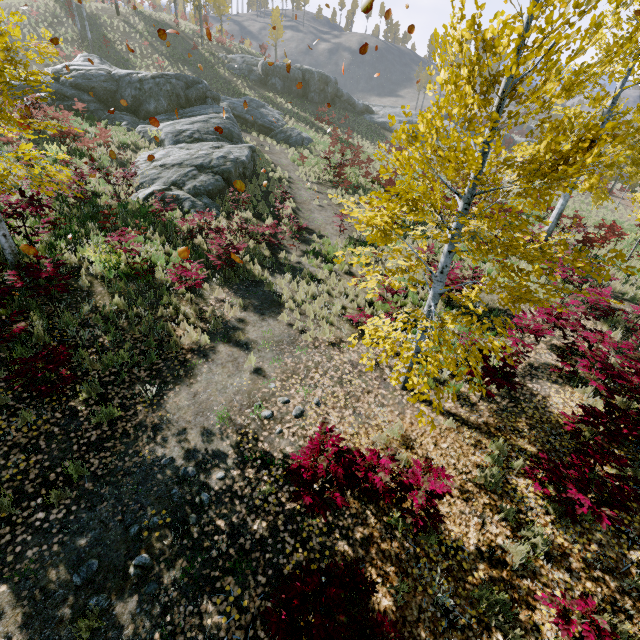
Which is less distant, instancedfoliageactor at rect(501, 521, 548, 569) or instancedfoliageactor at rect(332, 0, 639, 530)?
instancedfoliageactor at rect(332, 0, 639, 530)

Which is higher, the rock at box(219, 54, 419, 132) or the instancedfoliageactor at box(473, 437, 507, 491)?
the rock at box(219, 54, 419, 132)

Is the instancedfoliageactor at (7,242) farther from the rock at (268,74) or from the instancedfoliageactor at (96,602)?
the rock at (268,74)

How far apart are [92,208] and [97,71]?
16.4 meters

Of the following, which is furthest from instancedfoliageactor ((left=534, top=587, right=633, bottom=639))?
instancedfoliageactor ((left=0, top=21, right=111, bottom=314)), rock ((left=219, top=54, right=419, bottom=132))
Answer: rock ((left=219, top=54, right=419, bottom=132))

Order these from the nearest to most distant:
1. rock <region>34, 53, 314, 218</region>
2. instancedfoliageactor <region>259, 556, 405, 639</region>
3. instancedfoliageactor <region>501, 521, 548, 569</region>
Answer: instancedfoliageactor <region>259, 556, 405, 639</region> < instancedfoliageactor <region>501, 521, 548, 569</region> < rock <region>34, 53, 314, 218</region>

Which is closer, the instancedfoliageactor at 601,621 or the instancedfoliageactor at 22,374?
the instancedfoliageactor at 601,621

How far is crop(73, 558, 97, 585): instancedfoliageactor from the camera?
3.8 meters
